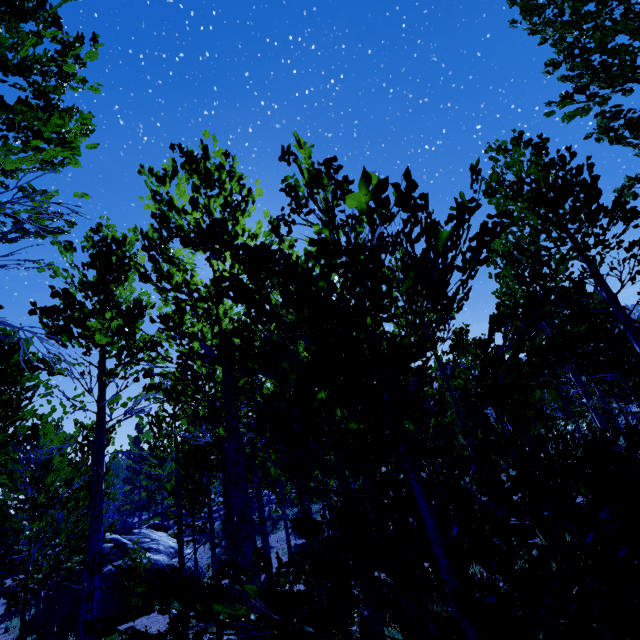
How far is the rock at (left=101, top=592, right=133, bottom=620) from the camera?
14.0 meters

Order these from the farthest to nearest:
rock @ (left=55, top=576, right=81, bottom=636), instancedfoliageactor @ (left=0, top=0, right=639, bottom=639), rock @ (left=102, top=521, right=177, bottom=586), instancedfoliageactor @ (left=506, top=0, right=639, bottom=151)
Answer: rock @ (left=102, top=521, right=177, bottom=586), rock @ (left=55, top=576, right=81, bottom=636), instancedfoliageactor @ (left=506, top=0, right=639, bottom=151), instancedfoliageactor @ (left=0, top=0, right=639, bottom=639)

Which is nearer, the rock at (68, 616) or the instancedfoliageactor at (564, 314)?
the instancedfoliageactor at (564, 314)

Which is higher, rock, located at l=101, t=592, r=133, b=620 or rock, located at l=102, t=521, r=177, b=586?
rock, located at l=102, t=521, r=177, b=586

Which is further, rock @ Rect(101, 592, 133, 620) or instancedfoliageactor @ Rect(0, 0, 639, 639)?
rock @ Rect(101, 592, 133, 620)

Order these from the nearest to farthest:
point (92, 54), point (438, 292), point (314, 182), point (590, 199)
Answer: point (438, 292), point (314, 182), point (92, 54), point (590, 199)
